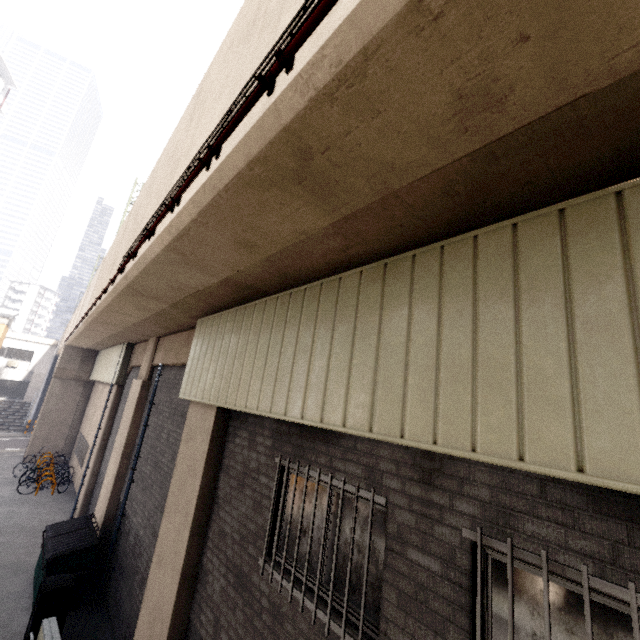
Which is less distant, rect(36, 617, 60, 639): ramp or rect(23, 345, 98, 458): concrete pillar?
rect(36, 617, 60, 639): ramp

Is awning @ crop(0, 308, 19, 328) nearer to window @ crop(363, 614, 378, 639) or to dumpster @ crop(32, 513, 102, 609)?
dumpster @ crop(32, 513, 102, 609)

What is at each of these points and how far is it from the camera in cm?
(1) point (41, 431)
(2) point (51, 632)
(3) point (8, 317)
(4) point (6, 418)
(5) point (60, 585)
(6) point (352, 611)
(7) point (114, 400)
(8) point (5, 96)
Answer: (1) concrete pillar, 1930
(2) ramp, 562
(3) awning, 2655
(4) stairs, 2789
(5) trash can, 662
(6) window, 311
(7) concrete pillar, 1334
(8) building, 3828

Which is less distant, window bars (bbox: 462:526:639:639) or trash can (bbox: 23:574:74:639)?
window bars (bbox: 462:526:639:639)

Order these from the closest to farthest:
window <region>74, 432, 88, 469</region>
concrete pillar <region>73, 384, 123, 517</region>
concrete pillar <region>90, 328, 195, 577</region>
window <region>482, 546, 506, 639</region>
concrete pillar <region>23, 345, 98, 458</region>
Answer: window <region>482, 546, 506, 639</region> → concrete pillar <region>90, 328, 195, 577</region> → concrete pillar <region>73, 384, 123, 517</region> → window <region>74, 432, 88, 469</region> → concrete pillar <region>23, 345, 98, 458</region>

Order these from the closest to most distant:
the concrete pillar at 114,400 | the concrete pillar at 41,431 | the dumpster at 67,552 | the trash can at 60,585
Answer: the trash can at 60,585 < the dumpster at 67,552 < the concrete pillar at 114,400 < the concrete pillar at 41,431

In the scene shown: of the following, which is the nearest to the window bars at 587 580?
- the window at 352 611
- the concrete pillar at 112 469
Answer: the window at 352 611

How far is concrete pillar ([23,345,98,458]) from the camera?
19.4m
